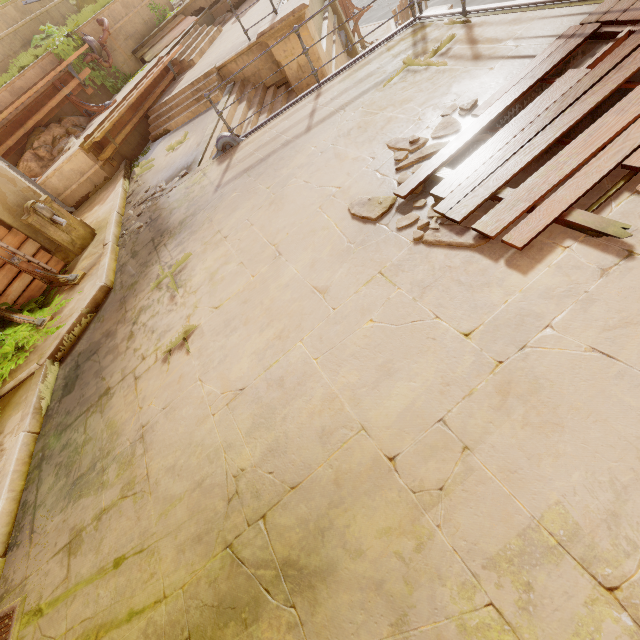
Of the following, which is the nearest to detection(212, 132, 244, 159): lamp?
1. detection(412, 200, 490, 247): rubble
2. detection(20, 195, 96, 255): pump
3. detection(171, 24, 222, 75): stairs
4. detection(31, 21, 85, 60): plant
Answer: A: detection(20, 195, 96, 255): pump

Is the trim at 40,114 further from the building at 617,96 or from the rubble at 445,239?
the rubble at 445,239

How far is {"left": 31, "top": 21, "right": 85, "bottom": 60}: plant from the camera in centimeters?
1104cm

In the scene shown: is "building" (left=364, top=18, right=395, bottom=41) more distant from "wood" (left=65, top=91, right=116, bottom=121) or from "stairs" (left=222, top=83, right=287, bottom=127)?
"wood" (left=65, top=91, right=116, bottom=121)

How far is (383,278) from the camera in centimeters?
311cm

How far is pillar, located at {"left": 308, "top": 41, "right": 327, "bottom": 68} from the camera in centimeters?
908cm

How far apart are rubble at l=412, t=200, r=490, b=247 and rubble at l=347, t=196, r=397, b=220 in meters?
0.2

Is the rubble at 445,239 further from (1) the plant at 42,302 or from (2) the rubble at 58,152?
(2) the rubble at 58,152
